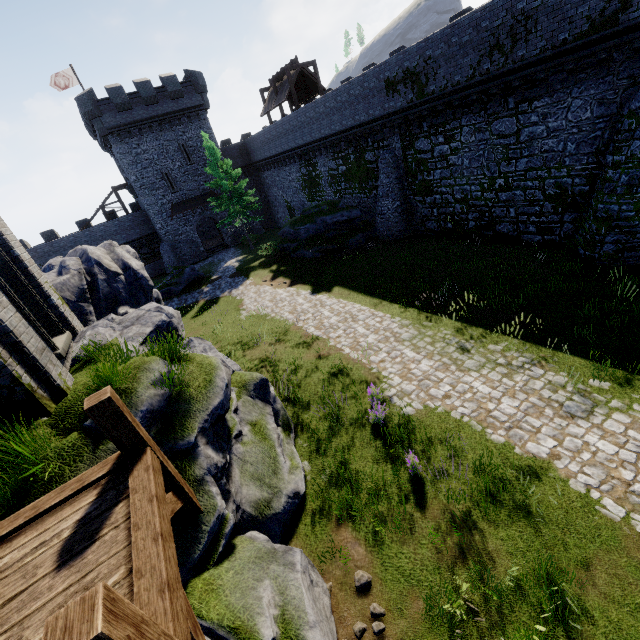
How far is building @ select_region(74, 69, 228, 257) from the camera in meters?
29.7

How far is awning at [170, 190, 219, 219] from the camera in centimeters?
3447cm

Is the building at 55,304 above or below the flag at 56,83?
below

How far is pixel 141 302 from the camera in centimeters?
1326cm

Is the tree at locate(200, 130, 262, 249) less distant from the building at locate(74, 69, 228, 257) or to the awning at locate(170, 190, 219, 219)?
the awning at locate(170, 190, 219, 219)

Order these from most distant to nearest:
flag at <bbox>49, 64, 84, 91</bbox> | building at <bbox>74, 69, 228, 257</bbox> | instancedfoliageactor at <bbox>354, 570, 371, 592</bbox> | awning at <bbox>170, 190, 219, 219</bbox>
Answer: awning at <bbox>170, 190, 219, 219</bbox> < flag at <bbox>49, 64, 84, 91</bbox> < building at <bbox>74, 69, 228, 257</bbox> < instancedfoliageactor at <bbox>354, 570, 371, 592</bbox>

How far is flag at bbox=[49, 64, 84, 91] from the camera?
31.81m

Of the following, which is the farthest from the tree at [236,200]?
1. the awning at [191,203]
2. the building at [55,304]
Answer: the building at [55,304]
